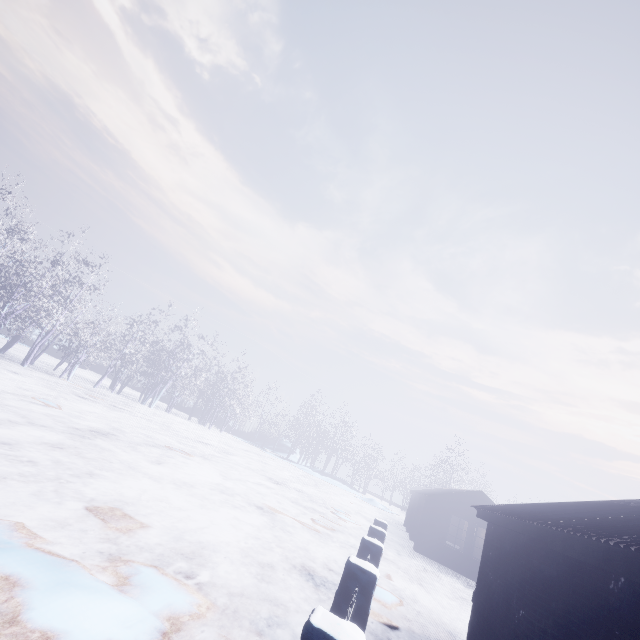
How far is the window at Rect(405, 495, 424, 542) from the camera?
17.17m

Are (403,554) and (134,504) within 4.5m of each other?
no

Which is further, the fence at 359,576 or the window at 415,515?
the window at 415,515

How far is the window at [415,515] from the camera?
17.17m

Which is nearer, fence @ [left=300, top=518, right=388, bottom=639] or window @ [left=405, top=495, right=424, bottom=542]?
fence @ [left=300, top=518, right=388, bottom=639]
